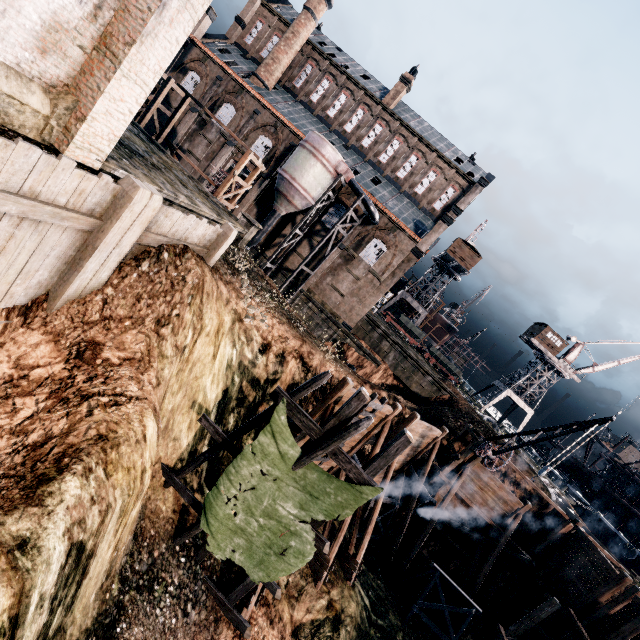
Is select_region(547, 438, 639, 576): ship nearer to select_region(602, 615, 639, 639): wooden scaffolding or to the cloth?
select_region(602, 615, 639, 639): wooden scaffolding

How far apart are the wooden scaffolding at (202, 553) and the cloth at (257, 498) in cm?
1

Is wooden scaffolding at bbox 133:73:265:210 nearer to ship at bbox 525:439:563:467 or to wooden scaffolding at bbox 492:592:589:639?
wooden scaffolding at bbox 492:592:589:639

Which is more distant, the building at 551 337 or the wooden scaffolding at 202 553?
the building at 551 337

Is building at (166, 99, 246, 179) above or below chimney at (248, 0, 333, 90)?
below

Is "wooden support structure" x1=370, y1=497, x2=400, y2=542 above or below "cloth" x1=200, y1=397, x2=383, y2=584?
below

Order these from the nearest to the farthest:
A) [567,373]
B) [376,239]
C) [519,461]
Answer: [519,461] < [376,239] < [567,373]

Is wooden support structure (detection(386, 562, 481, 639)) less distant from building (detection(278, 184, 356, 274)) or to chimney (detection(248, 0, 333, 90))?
building (detection(278, 184, 356, 274))
